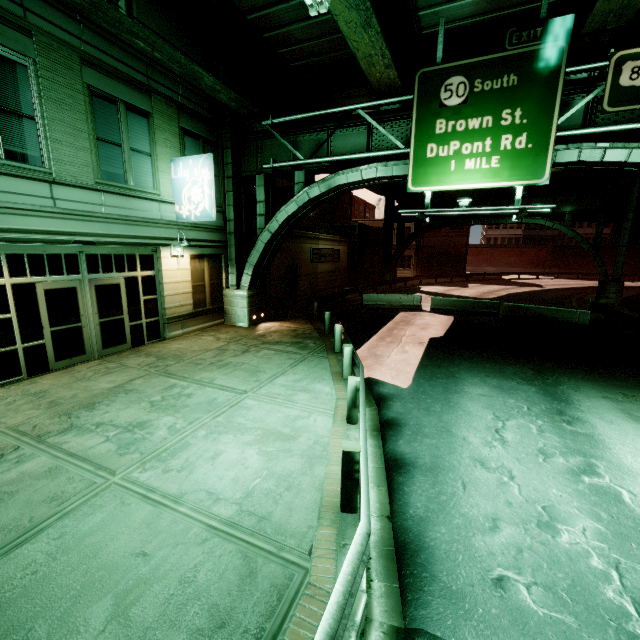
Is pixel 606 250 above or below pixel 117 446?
above

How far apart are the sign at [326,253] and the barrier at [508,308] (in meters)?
13.09

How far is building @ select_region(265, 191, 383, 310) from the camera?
20.9m

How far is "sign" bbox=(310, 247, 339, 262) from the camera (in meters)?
24.33

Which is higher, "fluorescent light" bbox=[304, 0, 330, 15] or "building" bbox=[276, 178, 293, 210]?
"building" bbox=[276, 178, 293, 210]

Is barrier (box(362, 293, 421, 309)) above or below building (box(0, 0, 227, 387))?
below

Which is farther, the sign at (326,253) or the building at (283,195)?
the building at (283,195)

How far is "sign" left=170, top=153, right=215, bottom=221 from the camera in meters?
11.7
